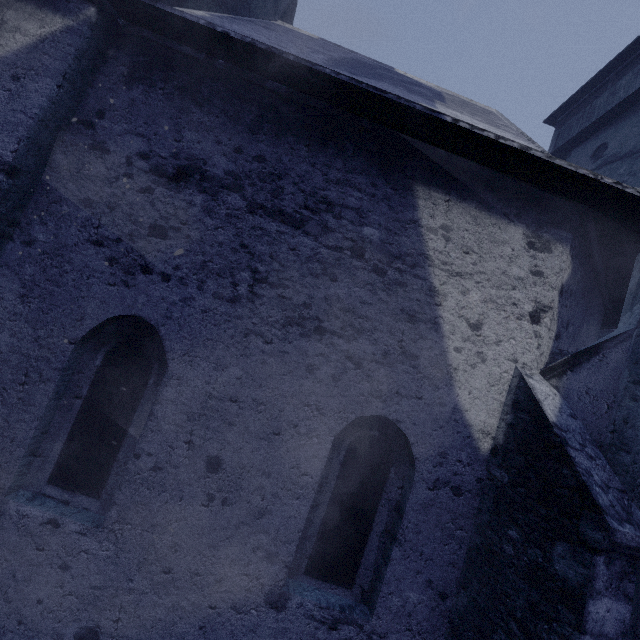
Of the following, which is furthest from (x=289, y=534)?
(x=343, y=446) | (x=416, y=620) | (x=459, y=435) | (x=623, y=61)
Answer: (x=623, y=61)
